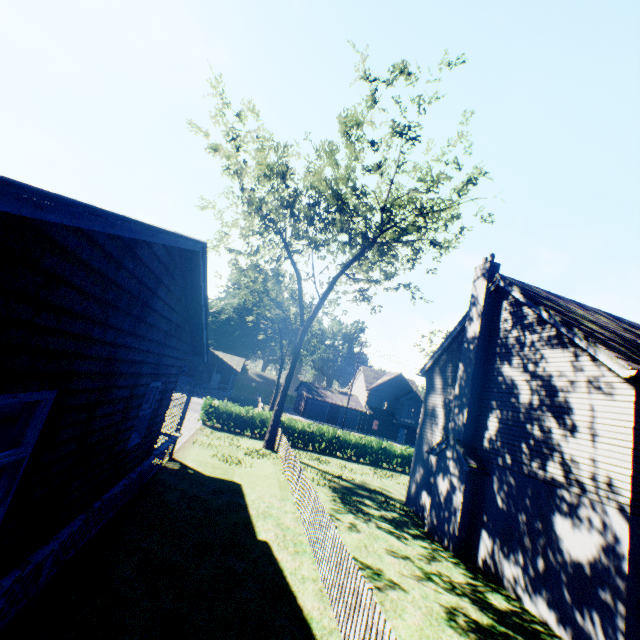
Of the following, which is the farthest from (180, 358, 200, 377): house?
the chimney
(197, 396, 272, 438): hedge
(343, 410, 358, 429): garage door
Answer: the chimney

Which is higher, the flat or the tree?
the tree

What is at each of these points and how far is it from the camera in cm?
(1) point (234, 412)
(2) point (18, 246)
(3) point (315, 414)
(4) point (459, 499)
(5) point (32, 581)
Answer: (1) hedge, 2461
(2) flat, 283
(3) garage door, 5188
(4) chimney, 1228
(5) house, 514

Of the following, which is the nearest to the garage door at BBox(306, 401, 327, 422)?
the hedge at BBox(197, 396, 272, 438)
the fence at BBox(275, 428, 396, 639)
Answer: the hedge at BBox(197, 396, 272, 438)

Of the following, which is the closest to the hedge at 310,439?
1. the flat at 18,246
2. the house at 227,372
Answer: the flat at 18,246

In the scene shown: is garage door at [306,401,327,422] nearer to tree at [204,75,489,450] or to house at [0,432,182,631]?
tree at [204,75,489,450]

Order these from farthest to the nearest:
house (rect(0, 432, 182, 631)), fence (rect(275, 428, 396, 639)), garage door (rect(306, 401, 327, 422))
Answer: garage door (rect(306, 401, 327, 422)), fence (rect(275, 428, 396, 639)), house (rect(0, 432, 182, 631))

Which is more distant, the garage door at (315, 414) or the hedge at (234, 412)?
the garage door at (315, 414)
